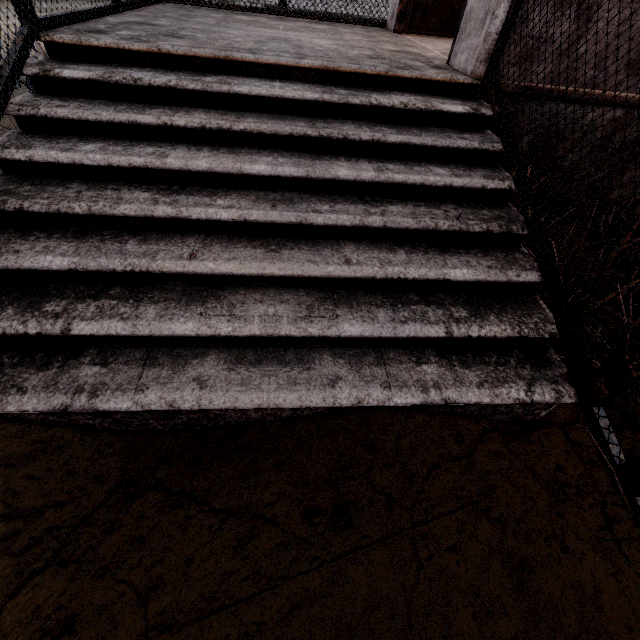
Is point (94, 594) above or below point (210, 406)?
below
